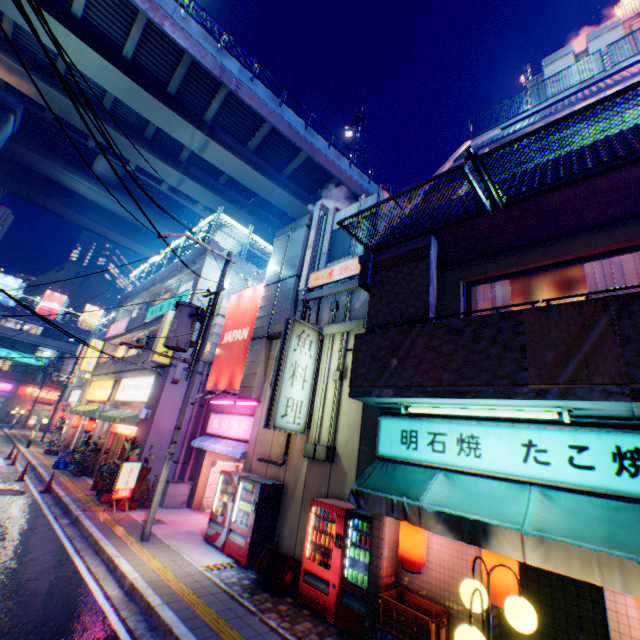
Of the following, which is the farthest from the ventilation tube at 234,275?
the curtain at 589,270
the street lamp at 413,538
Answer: the curtain at 589,270

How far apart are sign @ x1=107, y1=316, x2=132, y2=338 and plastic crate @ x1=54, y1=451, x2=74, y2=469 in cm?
787

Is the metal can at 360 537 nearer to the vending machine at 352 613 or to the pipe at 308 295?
the vending machine at 352 613

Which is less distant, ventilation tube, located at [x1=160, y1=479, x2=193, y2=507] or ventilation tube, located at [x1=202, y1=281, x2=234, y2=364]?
ventilation tube, located at [x1=160, y1=479, x2=193, y2=507]

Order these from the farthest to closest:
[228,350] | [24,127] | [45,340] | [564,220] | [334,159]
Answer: [45,340] < [24,127] < [334,159] < [228,350] < [564,220]

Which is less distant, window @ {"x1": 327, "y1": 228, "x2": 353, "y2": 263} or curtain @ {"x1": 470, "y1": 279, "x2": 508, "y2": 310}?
curtain @ {"x1": 470, "y1": 279, "x2": 508, "y2": 310}

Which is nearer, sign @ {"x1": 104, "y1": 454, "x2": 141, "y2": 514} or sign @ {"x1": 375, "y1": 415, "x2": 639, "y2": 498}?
sign @ {"x1": 375, "y1": 415, "x2": 639, "y2": 498}

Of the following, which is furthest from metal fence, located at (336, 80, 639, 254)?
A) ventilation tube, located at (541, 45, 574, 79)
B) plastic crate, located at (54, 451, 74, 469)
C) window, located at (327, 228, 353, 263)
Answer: plastic crate, located at (54, 451, 74, 469)
